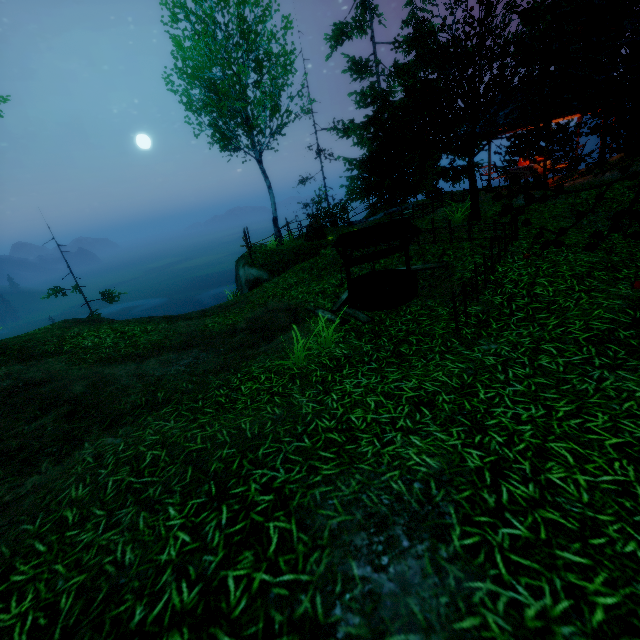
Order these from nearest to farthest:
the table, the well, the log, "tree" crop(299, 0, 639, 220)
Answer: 1. "tree" crop(299, 0, 639, 220)
2. the well
3. the log
4. the table

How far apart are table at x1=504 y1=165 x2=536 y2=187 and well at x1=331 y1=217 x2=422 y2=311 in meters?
12.0 m

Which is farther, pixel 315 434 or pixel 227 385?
pixel 227 385

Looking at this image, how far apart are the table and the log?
9.5m

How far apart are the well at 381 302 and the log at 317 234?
7.0m

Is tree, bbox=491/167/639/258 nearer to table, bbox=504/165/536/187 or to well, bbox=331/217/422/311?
well, bbox=331/217/422/311

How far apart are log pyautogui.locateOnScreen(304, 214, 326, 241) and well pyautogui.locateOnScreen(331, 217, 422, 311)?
7.0m

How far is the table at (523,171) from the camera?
15.3 meters
